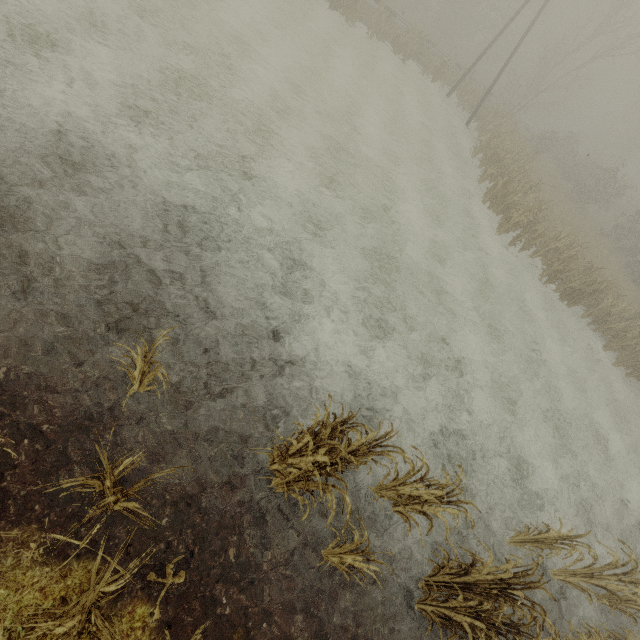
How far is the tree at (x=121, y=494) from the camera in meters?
2.7 m

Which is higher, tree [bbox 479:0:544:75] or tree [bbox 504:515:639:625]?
tree [bbox 479:0:544:75]

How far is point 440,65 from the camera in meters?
24.7 m

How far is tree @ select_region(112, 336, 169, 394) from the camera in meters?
3.6 m

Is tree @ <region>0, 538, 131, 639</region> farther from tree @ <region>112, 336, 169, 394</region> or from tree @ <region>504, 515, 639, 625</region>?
tree @ <region>504, 515, 639, 625</region>

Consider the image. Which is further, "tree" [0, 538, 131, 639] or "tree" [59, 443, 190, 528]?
"tree" [59, 443, 190, 528]

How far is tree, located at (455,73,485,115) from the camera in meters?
25.0

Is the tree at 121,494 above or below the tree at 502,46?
below
